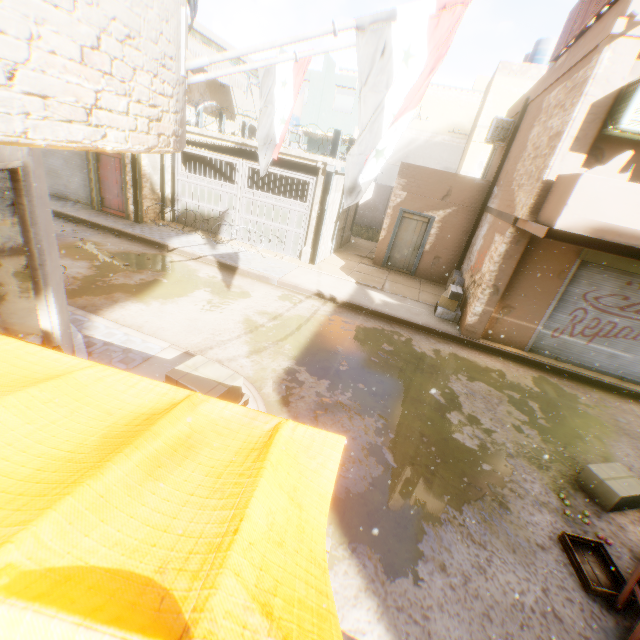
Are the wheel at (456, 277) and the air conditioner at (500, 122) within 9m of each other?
yes

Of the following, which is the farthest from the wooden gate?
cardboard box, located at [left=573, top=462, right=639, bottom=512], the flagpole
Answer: cardboard box, located at [left=573, top=462, right=639, bottom=512]

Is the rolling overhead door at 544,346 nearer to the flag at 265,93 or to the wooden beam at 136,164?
the wooden beam at 136,164

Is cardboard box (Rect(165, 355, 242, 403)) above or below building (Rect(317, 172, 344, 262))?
above

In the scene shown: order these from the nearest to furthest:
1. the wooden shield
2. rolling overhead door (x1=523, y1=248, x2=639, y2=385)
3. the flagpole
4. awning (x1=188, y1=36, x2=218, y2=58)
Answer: the flagpole < the wooden shield < rolling overhead door (x1=523, y1=248, x2=639, y2=385) < awning (x1=188, y1=36, x2=218, y2=58)

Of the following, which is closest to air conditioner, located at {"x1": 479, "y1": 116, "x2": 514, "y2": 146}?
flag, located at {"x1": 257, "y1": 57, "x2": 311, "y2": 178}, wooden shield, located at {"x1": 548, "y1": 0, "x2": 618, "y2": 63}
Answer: wooden shield, located at {"x1": 548, "y1": 0, "x2": 618, "y2": 63}

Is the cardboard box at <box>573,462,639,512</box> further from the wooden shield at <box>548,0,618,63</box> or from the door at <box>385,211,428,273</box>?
the door at <box>385,211,428,273</box>

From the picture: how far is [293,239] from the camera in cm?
1236
